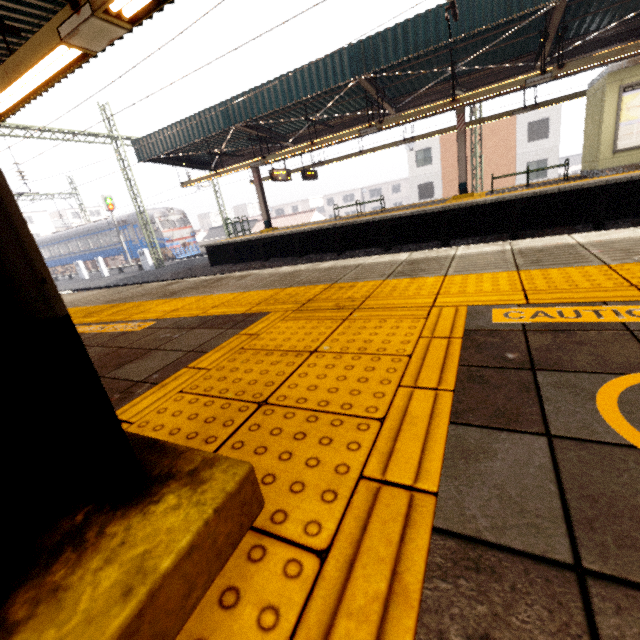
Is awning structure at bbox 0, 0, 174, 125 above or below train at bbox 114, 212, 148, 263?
above

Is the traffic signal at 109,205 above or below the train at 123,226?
above

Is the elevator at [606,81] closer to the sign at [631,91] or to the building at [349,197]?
the sign at [631,91]

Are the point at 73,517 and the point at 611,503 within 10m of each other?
yes

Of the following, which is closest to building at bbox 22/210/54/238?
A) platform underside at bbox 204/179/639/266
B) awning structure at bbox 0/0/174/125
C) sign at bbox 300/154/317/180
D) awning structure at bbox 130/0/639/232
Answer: awning structure at bbox 130/0/639/232

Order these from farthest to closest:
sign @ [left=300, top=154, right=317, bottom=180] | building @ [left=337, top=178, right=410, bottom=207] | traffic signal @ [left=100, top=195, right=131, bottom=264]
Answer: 1. building @ [left=337, top=178, right=410, bottom=207]
2. traffic signal @ [left=100, top=195, right=131, bottom=264]
3. sign @ [left=300, top=154, right=317, bottom=180]

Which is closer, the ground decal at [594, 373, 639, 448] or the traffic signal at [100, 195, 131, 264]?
the ground decal at [594, 373, 639, 448]

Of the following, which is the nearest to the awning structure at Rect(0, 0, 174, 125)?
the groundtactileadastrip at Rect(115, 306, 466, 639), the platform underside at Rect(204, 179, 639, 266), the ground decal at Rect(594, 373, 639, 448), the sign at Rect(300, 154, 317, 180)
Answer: the groundtactileadastrip at Rect(115, 306, 466, 639)
